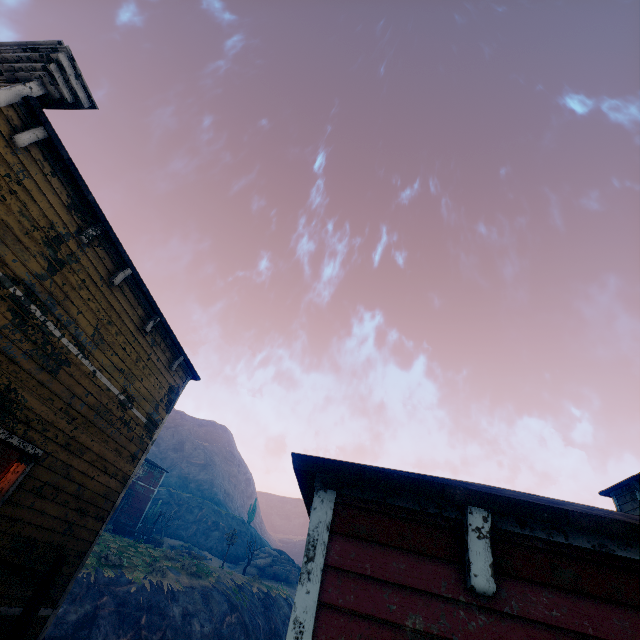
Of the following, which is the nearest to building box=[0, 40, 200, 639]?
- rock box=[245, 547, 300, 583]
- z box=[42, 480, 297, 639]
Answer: z box=[42, 480, 297, 639]

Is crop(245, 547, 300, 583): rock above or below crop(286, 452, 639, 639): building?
above

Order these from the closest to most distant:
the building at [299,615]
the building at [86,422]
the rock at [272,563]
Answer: the building at [299,615] < the building at [86,422] < the rock at [272,563]

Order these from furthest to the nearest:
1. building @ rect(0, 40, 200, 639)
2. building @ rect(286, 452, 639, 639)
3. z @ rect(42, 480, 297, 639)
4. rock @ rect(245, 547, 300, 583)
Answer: rock @ rect(245, 547, 300, 583) < z @ rect(42, 480, 297, 639) < building @ rect(0, 40, 200, 639) < building @ rect(286, 452, 639, 639)

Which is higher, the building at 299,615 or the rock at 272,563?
the rock at 272,563

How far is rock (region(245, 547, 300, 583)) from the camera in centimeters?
4081cm

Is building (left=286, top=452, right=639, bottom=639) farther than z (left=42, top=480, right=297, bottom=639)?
No

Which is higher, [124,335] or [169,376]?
[169,376]
